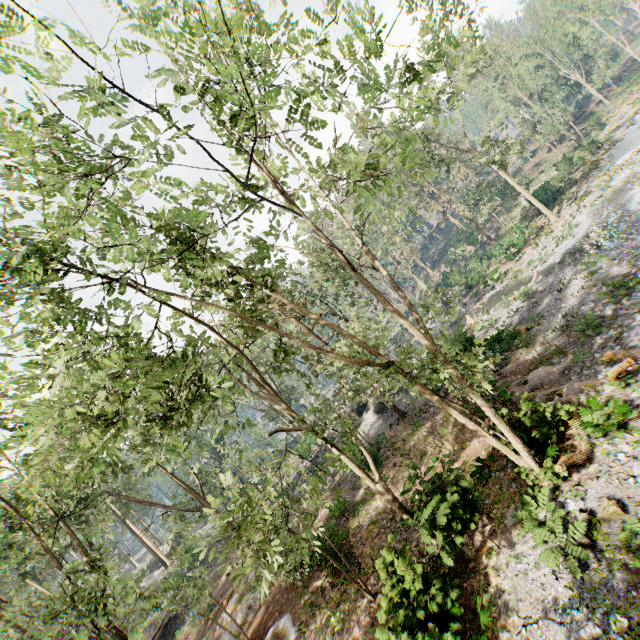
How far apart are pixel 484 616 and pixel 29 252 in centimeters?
1477cm

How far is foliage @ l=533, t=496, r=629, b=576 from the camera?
8.14m

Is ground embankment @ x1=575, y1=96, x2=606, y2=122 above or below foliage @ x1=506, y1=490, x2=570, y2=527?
above

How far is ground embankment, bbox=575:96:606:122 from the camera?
55.44m

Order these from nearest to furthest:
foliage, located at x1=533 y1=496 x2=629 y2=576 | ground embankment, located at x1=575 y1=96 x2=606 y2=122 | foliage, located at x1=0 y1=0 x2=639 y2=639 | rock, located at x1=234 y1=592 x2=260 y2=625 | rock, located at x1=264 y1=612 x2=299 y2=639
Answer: foliage, located at x1=0 y1=0 x2=639 y2=639, foliage, located at x1=533 y1=496 x2=629 y2=576, rock, located at x1=264 y1=612 x2=299 y2=639, rock, located at x1=234 y1=592 x2=260 y2=625, ground embankment, located at x1=575 y1=96 x2=606 y2=122

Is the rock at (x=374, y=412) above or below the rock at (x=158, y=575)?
below

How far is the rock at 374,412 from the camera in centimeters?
2883cm
